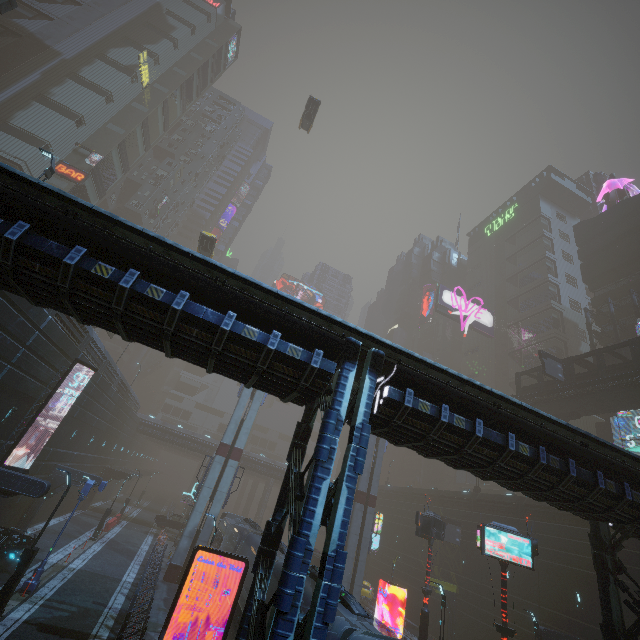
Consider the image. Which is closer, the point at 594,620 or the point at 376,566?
the point at 594,620

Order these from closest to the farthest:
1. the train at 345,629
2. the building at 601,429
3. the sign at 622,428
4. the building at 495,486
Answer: the building at 495,486 < the train at 345,629 < the sign at 622,428 < the building at 601,429

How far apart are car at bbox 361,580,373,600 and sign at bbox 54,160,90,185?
55.9m

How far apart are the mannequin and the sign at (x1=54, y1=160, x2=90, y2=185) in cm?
7304

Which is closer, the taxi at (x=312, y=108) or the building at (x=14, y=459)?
the building at (x=14, y=459)

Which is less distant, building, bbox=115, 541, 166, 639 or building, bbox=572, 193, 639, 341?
building, bbox=115, 541, 166, 639

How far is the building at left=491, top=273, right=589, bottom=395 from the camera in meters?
52.9

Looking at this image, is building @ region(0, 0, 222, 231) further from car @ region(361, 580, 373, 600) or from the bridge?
the bridge
